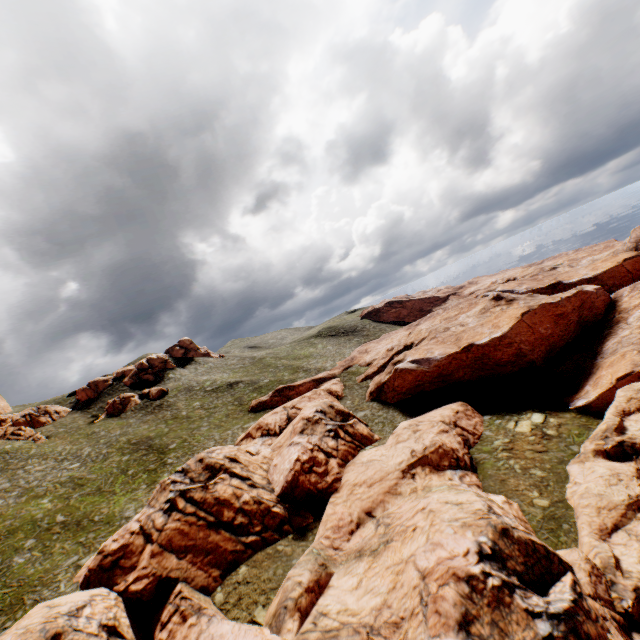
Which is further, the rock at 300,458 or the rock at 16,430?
the rock at 16,430

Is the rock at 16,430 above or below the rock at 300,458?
above

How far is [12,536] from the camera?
35.2 meters

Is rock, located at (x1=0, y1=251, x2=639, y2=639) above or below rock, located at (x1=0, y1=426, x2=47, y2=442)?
below

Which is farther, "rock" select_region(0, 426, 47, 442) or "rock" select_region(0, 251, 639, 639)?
"rock" select_region(0, 426, 47, 442)
